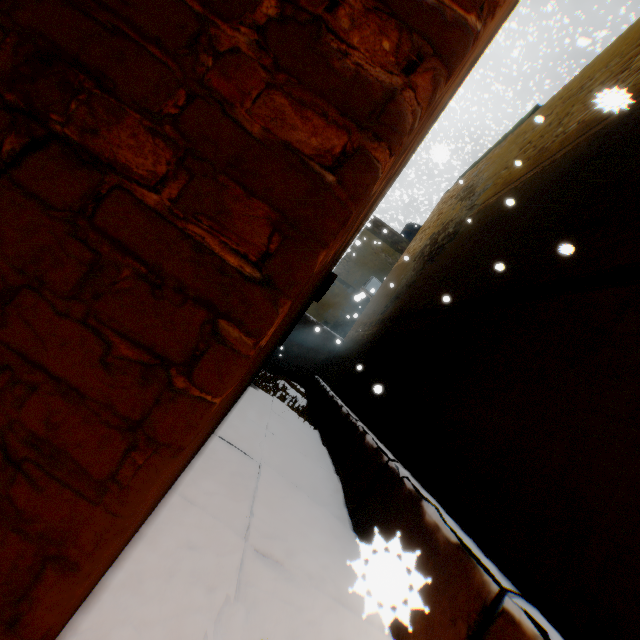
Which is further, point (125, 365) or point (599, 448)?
point (599, 448)
